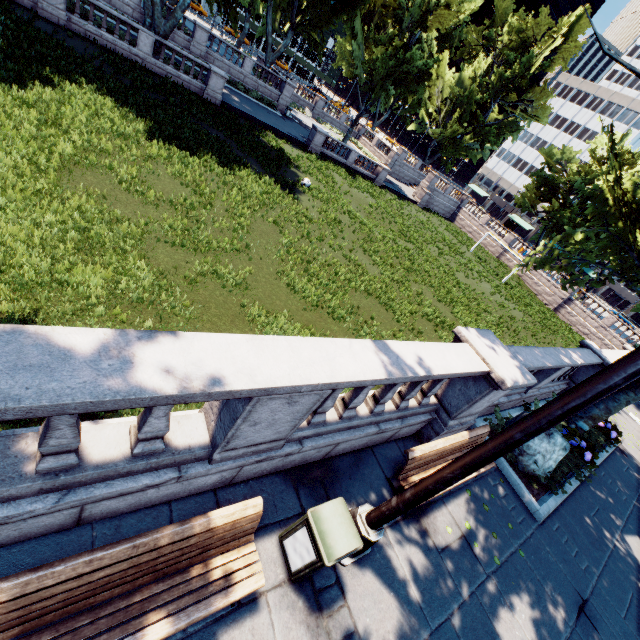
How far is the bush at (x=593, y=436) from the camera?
11.0 meters

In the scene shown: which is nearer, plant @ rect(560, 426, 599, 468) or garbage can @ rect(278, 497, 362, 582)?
garbage can @ rect(278, 497, 362, 582)

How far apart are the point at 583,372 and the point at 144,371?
15.84m

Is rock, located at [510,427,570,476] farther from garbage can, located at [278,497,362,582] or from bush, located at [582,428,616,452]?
garbage can, located at [278,497,362,582]

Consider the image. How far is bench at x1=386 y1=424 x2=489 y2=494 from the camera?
5.25m

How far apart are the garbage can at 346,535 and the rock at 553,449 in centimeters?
594cm

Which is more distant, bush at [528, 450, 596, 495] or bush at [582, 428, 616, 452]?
bush at [582, 428, 616, 452]

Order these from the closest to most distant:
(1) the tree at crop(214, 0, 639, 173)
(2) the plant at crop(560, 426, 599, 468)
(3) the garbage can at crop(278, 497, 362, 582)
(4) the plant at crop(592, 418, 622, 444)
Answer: (3) the garbage can at crop(278, 497, 362, 582) → (2) the plant at crop(560, 426, 599, 468) → (4) the plant at crop(592, 418, 622, 444) → (1) the tree at crop(214, 0, 639, 173)
